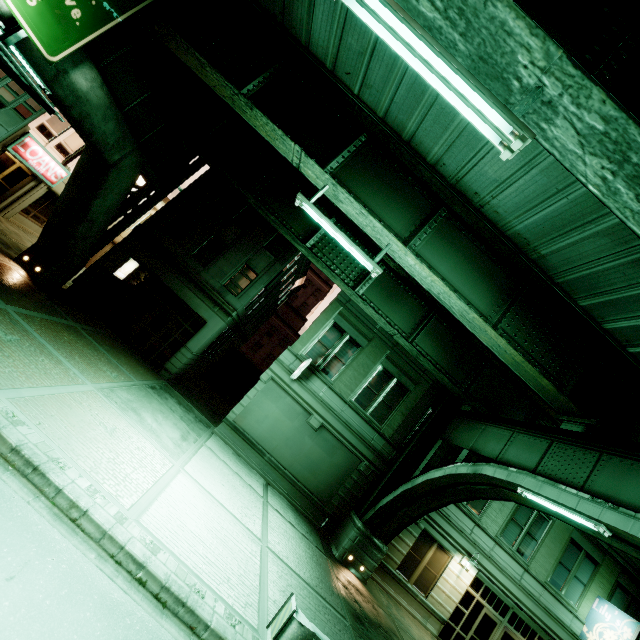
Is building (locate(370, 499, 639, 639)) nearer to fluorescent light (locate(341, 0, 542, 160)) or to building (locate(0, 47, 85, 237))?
building (locate(0, 47, 85, 237))

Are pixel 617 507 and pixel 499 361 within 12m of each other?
yes

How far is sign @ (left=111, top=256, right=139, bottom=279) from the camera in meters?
17.5

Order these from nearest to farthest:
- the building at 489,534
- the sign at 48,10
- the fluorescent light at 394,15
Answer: the fluorescent light at 394,15 → the sign at 48,10 → the building at 489,534

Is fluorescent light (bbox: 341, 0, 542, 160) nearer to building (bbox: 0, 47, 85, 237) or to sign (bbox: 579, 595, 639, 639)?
building (bbox: 0, 47, 85, 237)

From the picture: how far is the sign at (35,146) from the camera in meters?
16.6 m

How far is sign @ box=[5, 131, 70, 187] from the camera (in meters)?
16.56

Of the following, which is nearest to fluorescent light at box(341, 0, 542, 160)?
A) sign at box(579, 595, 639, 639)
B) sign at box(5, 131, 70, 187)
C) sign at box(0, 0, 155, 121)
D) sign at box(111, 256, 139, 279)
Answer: sign at box(0, 0, 155, 121)
